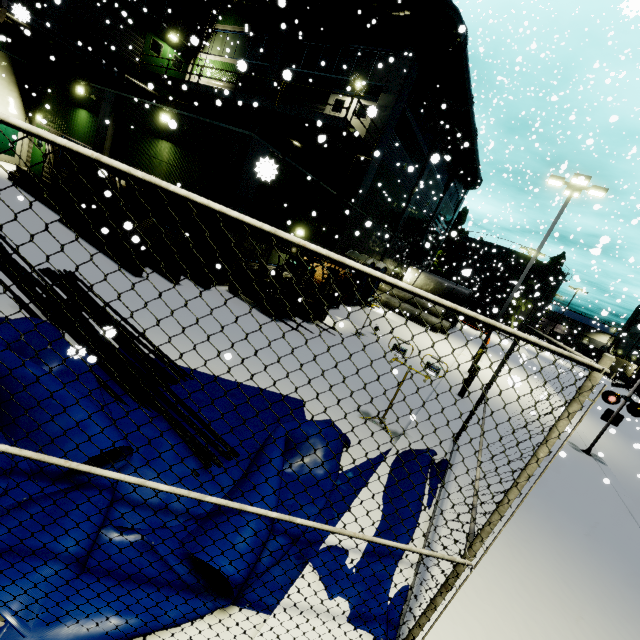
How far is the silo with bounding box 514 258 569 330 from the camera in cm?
4931

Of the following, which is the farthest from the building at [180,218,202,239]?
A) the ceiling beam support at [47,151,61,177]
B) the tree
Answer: the ceiling beam support at [47,151,61,177]

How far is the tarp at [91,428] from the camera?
3.27m

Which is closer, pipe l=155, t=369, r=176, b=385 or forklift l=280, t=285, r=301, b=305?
pipe l=155, t=369, r=176, b=385

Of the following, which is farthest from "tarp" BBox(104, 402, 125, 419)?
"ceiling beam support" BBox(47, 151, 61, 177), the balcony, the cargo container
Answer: the cargo container

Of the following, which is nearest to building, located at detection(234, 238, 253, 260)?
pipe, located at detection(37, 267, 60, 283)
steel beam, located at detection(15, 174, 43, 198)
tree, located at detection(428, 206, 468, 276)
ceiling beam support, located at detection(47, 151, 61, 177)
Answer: tree, located at detection(428, 206, 468, 276)

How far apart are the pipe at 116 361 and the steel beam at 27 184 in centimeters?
152cm

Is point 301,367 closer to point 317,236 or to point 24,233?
point 24,233
